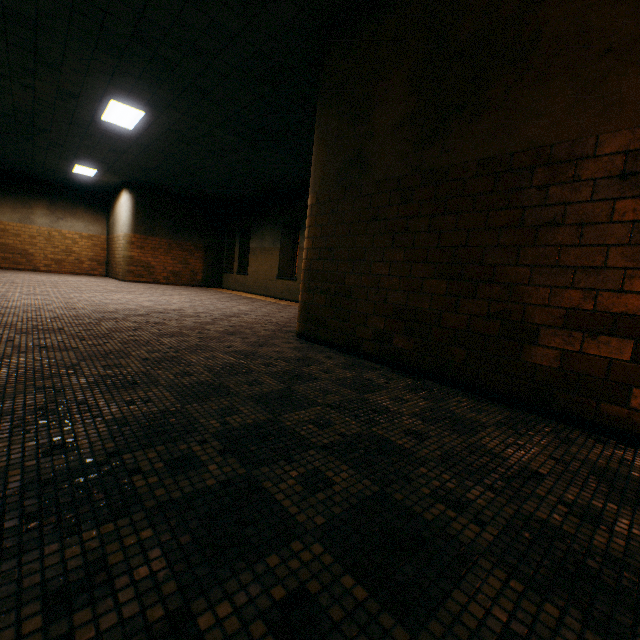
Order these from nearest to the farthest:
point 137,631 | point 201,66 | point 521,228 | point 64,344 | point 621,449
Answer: point 137,631 < point 621,449 < point 521,228 < point 64,344 < point 201,66

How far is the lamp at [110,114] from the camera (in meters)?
6.58

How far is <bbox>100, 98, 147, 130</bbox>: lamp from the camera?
6.6 meters
